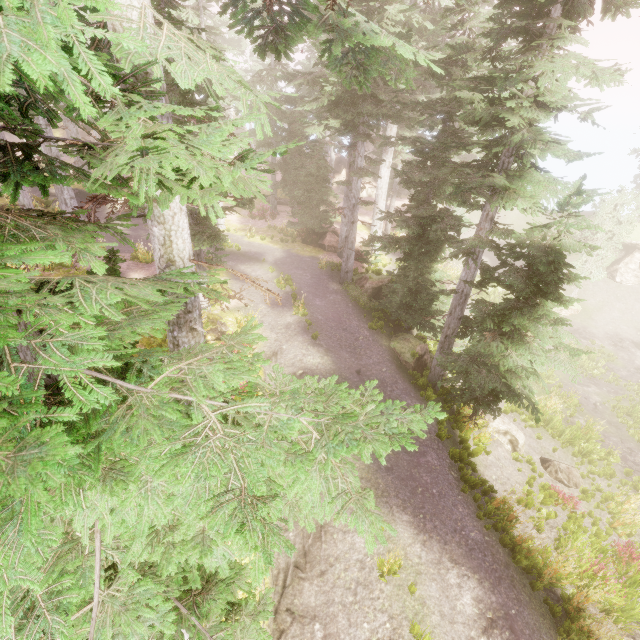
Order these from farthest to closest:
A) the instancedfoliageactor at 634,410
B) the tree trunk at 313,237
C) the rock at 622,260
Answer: the rock at 622,260 → the tree trunk at 313,237 → the instancedfoliageactor at 634,410

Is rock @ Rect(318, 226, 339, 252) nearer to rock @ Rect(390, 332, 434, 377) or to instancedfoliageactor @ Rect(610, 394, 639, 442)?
instancedfoliageactor @ Rect(610, 394, 639, 442)

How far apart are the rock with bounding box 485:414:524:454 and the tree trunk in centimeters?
1493cm

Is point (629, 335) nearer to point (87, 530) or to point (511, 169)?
point (511, 169)

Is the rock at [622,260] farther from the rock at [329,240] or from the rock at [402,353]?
the rock at [402,353]

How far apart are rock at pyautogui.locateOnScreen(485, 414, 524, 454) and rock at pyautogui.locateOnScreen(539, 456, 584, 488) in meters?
0.8 m

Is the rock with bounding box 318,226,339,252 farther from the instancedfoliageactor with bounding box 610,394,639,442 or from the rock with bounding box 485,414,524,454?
the rock with bounding box 485,414,524,454

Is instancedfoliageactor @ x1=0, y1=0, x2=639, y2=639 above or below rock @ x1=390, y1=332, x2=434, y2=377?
above
